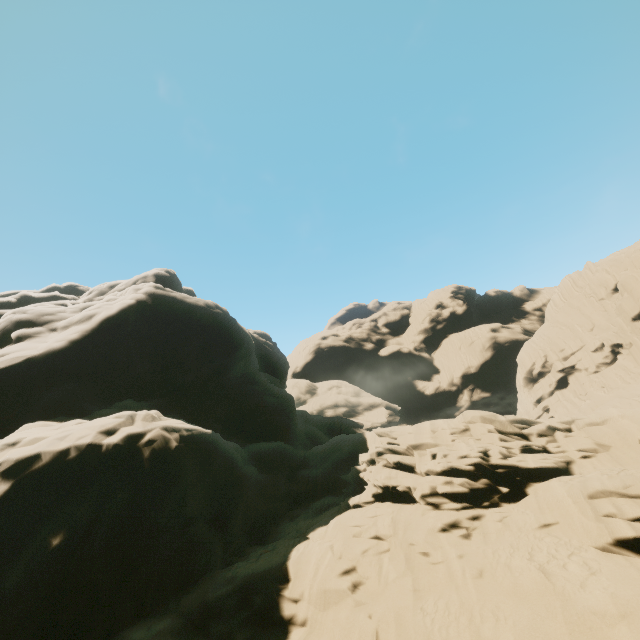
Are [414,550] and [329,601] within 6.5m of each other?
yes
